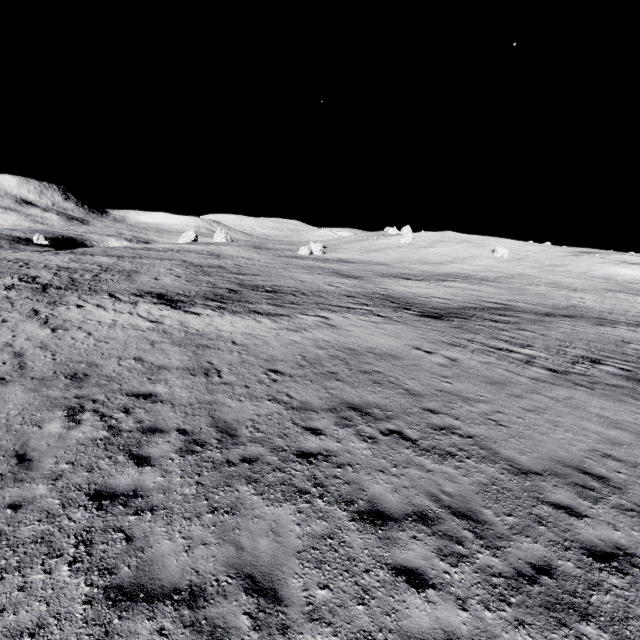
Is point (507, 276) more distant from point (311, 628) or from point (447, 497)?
point (311, 628)
